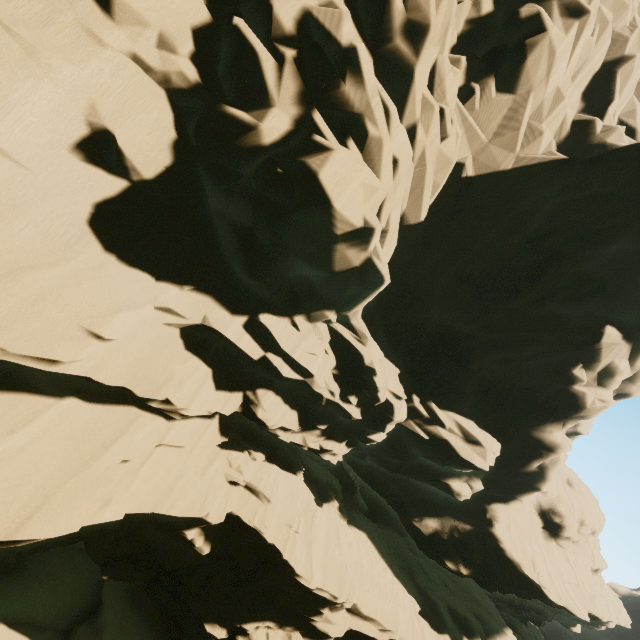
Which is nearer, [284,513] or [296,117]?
[296,117]
